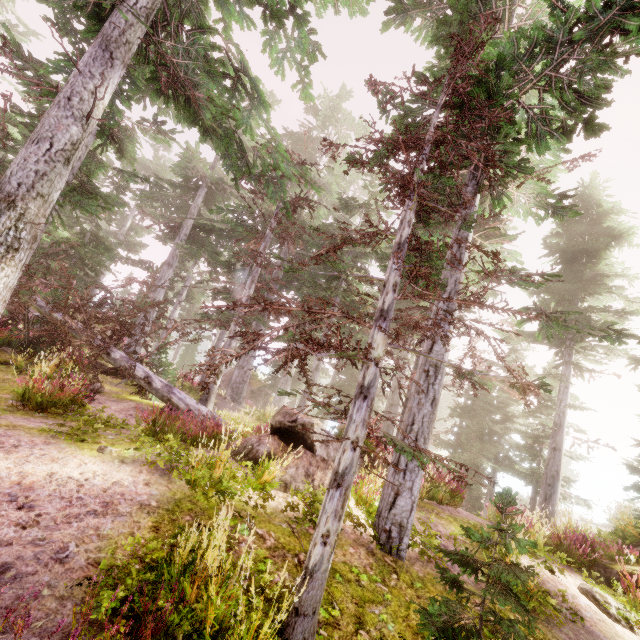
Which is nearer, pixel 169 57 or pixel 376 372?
pixel 376 372

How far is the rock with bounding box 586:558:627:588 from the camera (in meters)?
7.58

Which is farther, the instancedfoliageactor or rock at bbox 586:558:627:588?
rock at bbox 586:558:627:588

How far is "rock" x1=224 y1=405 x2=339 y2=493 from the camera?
6.7m

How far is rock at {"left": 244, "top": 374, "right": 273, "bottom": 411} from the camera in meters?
29.8

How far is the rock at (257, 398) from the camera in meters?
29.8

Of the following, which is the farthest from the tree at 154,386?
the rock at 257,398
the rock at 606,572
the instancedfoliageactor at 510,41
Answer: the rock at 257,398

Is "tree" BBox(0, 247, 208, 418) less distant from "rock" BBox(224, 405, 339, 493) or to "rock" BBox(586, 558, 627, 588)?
"rock" BBox(224, 405, 339, 493)
